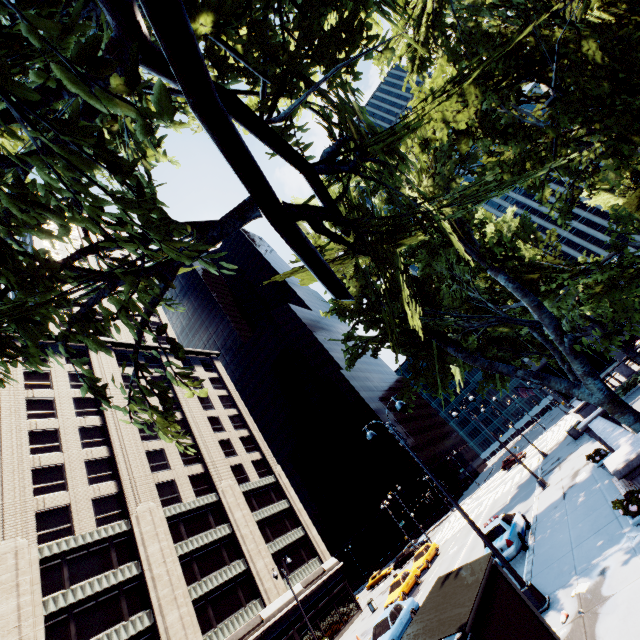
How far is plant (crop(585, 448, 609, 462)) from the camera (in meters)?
13.83

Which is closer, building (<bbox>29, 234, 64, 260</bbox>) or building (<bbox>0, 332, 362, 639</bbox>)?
building (<bbox>0, 332, 362, 639</bbox>)

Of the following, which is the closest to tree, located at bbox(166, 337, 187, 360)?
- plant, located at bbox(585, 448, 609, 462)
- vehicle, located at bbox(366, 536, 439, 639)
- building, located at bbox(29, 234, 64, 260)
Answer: plant, located at bbox(585, 448, 609, 462)

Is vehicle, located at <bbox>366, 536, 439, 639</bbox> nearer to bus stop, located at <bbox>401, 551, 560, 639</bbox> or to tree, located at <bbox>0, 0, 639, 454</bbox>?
tree, located at <bbox>0, 0, 639, 454</bbox>

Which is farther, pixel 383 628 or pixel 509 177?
pixel 383 628

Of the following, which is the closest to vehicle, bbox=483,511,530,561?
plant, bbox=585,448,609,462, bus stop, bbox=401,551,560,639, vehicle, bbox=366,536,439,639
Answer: plant, bbox=585,448,609,462

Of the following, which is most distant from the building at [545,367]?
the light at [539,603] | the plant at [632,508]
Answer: the plant at [632,508]

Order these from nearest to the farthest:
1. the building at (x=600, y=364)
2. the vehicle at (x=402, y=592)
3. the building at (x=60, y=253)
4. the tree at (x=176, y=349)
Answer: the tree at (x=176, y=349)
the vehicle at (x=402, y=592)
the building at (x=600, y=364)
the building at (x=60, y=253)
